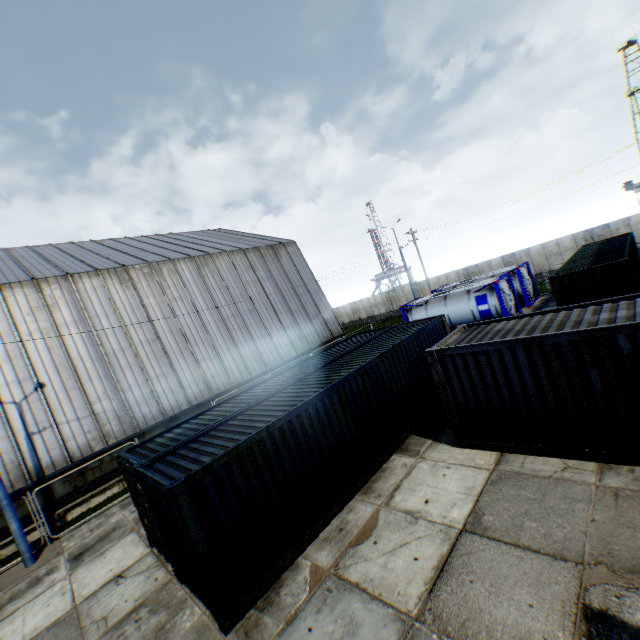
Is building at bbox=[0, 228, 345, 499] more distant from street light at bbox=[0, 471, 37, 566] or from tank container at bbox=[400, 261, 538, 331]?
tank container at bbox=[400, 261, 538, 331]

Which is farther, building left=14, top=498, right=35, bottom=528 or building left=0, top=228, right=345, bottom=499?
building left=0, top=228, right=345, bottom=499

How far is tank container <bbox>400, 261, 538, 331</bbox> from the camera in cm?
1989

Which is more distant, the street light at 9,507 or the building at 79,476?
the building at 79,476

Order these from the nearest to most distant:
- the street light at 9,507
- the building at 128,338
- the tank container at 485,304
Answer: the street light at 9,507
the building at 128,338
the tank container at 485,304

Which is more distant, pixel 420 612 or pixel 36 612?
pixel 36 612

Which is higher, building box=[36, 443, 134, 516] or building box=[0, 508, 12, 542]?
building box=[0, 508, 12, 542]
